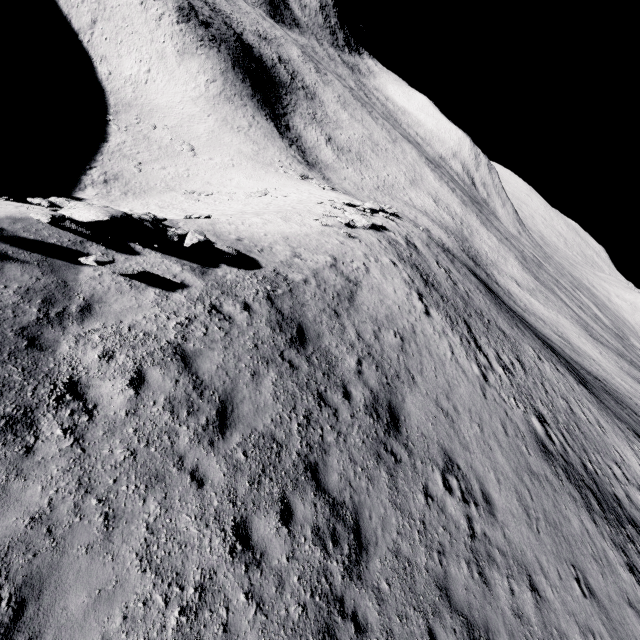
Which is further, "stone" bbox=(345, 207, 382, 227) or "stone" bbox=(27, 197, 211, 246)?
"stone" bbox=(345, 207, 382, 227)

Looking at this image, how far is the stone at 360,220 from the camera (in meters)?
24.72

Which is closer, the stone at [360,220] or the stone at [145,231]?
the stone at [145,231]

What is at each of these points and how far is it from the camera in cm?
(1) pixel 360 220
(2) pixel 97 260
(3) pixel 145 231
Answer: (1) stone, 2492
(2) stone, 795
(3) stone, 1013

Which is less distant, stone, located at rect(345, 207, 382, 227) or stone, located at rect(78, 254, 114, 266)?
stone, located at rect(78, 254, 114, 266)

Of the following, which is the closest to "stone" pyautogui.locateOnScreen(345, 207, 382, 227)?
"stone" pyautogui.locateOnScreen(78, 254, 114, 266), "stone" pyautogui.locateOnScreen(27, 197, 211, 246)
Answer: "stone" pyautogui.locateOnScreen(27, 197, 211, 246)
